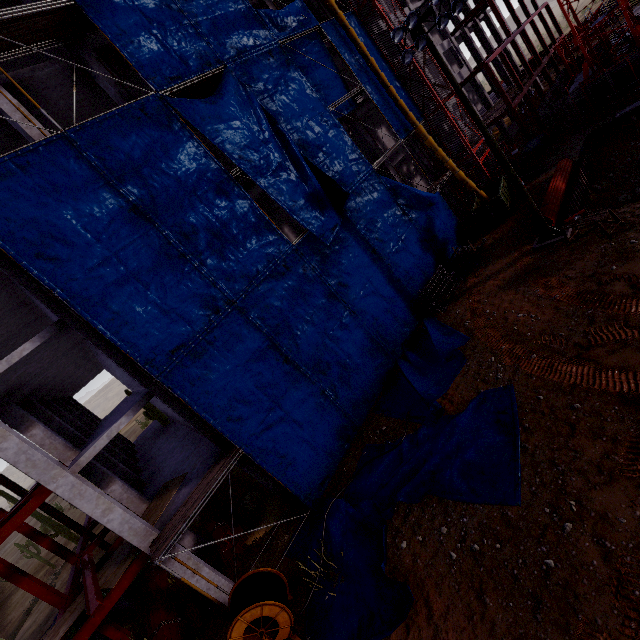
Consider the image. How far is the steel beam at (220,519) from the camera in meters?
13.8

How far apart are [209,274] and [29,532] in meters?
15.8

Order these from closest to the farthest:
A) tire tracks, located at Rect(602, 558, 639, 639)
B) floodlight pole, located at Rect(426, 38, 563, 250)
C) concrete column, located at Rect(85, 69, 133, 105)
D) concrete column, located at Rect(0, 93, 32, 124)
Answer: tire tracks, located at Rect(602, 558, 639, 639)
concrete column, located at Rect(0, 93, 32, 124)
floodlight pole, located at Rect(426, 38, 563, 250)
concrete column, located at Rect(85, 69, 133, 105)

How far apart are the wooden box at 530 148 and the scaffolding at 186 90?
22.62m

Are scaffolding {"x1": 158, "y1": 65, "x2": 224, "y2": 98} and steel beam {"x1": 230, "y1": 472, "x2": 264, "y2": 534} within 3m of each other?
no

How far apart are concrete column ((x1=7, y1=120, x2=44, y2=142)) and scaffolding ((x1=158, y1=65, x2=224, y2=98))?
4.2 meters

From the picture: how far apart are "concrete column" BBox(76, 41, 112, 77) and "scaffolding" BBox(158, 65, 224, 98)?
1.4m

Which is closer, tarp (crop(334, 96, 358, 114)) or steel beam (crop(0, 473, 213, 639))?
steel beam (crop(0, 473, 213, 639))
